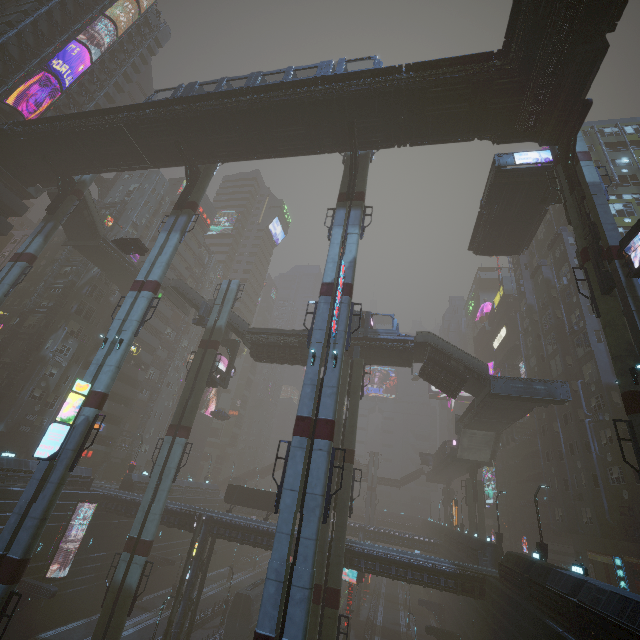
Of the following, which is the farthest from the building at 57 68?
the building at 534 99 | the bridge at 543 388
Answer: the building at 534 99

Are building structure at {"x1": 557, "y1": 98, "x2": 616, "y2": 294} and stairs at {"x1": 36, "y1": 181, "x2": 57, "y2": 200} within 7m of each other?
no

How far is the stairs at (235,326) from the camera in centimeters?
3576cm

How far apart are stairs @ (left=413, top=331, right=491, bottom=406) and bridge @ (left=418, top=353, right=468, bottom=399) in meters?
0.0

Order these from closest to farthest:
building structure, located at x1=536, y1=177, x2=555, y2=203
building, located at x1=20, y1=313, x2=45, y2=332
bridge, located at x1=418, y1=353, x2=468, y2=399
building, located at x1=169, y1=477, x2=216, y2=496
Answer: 1. building structure, located at x1=536, y1=177, x2=555, y2=203
2. bridge, located at x1=418, y1=353, x2=468, y2=399
3. building, located at x1=20, y1=313, x2=45, y2=332
4. building, located at x1=169, y1=477, x2=216, y2=496

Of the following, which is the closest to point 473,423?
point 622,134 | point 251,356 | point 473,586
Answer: point 473,586

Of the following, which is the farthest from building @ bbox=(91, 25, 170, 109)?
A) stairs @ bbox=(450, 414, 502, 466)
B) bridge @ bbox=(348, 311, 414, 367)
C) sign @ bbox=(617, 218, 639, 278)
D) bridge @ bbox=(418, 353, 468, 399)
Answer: sign @ bbox=(617, 218, 639, 278)

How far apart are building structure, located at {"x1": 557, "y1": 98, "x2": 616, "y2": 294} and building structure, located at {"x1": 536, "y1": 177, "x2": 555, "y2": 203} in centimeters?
58cm
